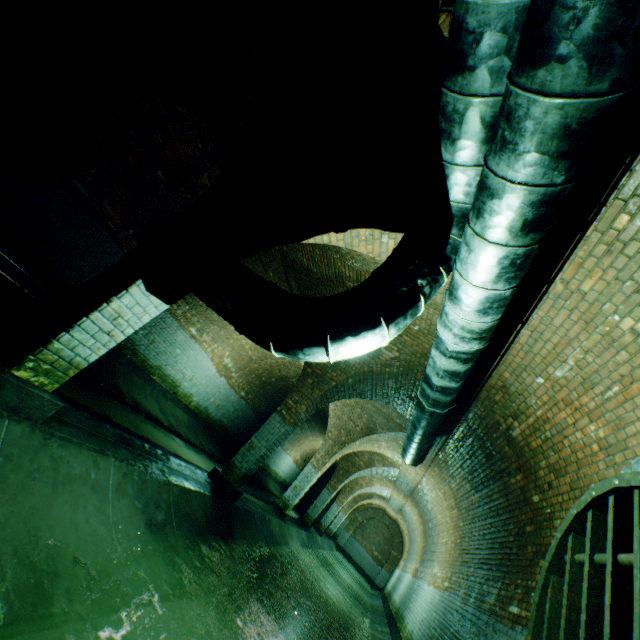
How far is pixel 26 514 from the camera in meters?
2.3 m

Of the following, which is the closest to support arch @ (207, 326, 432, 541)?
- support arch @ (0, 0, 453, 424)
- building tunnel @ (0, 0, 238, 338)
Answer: building tunnel @ (0, 0, 238, 338)

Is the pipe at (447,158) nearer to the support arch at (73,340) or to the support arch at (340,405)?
the support arch at (73,340)

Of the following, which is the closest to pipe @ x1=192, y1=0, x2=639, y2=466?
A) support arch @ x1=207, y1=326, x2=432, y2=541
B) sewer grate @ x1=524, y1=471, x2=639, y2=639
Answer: support arch @ x1=207, y1=326, x2=432, y2=541

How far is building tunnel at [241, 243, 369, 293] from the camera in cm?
613

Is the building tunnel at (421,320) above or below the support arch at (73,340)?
above

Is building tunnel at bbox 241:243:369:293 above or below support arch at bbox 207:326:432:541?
above

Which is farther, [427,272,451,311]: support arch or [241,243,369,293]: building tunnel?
[241,243,369,293]: building tunnel
